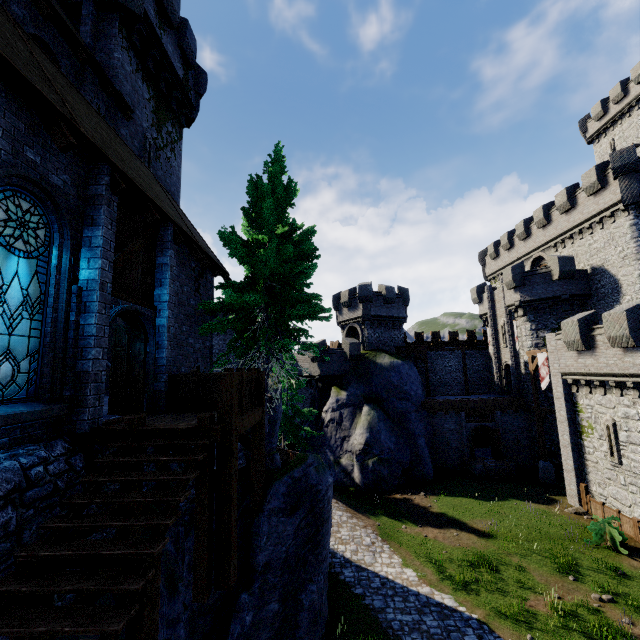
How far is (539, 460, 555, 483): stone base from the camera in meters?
23.7

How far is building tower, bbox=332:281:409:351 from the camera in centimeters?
3253cm

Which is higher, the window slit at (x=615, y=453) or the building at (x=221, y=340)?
the building at (x=221, y=340)

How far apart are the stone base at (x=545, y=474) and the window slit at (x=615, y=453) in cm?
677

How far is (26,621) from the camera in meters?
3.4 m

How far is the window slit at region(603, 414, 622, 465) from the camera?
17.19m

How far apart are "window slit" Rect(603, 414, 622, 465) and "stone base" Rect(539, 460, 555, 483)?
6.77m

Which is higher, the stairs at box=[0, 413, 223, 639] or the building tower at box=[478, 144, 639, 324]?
the building tower at box=[478, 144, 639, 324]
